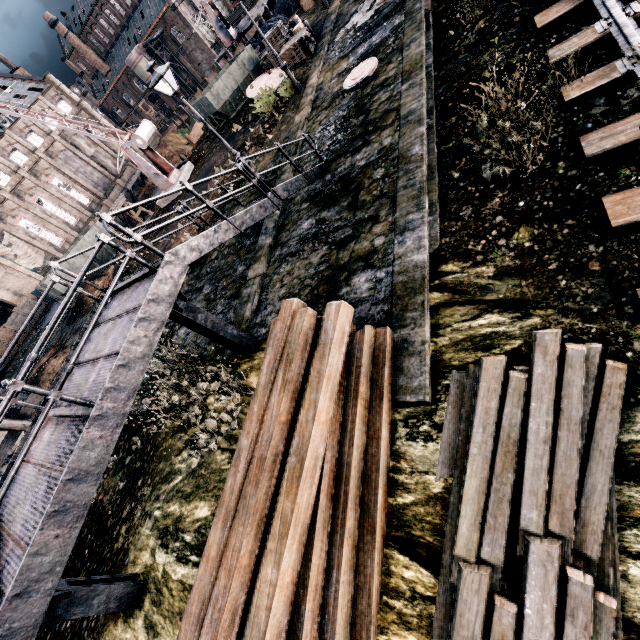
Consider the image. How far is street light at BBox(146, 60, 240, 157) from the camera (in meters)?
10.80

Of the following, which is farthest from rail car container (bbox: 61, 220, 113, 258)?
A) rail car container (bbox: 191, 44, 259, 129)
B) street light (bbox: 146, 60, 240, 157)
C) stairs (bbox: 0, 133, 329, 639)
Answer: stairs (bbox: 0, 133, 329, 639)

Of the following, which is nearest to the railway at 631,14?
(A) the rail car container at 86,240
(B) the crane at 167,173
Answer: (B) the crane at 167,173

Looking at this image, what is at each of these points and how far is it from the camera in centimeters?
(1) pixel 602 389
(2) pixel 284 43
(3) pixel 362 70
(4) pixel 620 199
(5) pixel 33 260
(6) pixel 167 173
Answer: (1) wood pile, 475cm
(2) wooden chest, 2359cm
(3) manhole cover, 1427cm
(4) railway, 582cm
(5) cloth, 4728cm
(6) crane, 2538cm

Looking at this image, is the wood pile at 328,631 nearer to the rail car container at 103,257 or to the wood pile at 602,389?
the wood pile at 602,389

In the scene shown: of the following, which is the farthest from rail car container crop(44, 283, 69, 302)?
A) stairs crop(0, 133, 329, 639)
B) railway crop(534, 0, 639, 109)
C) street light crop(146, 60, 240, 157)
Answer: railway crop(534, 0, 639, 109)

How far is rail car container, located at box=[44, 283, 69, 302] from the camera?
28.2m
